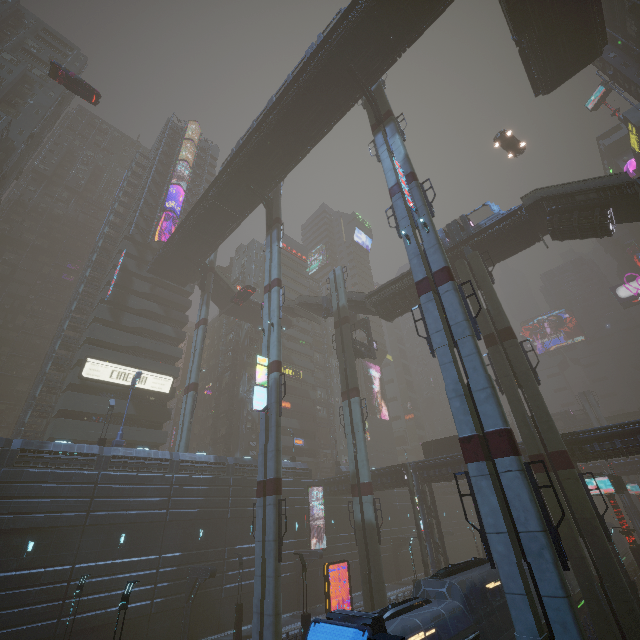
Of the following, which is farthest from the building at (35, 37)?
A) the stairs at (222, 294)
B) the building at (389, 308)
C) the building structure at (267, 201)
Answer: the building structure at (267, 201)

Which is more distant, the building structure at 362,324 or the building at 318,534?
the building structure at 362,324

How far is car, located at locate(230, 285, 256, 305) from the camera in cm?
4378

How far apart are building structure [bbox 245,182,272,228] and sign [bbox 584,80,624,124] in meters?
61.5

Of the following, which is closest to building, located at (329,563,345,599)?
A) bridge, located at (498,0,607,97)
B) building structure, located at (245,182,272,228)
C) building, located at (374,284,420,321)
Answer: bridge, located at (498,0,607,97)

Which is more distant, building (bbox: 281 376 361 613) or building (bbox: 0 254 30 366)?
building (bbox: 0 254 30 366)

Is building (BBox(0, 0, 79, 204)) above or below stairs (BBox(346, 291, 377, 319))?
above

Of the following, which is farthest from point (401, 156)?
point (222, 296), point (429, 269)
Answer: point (222, 296)
